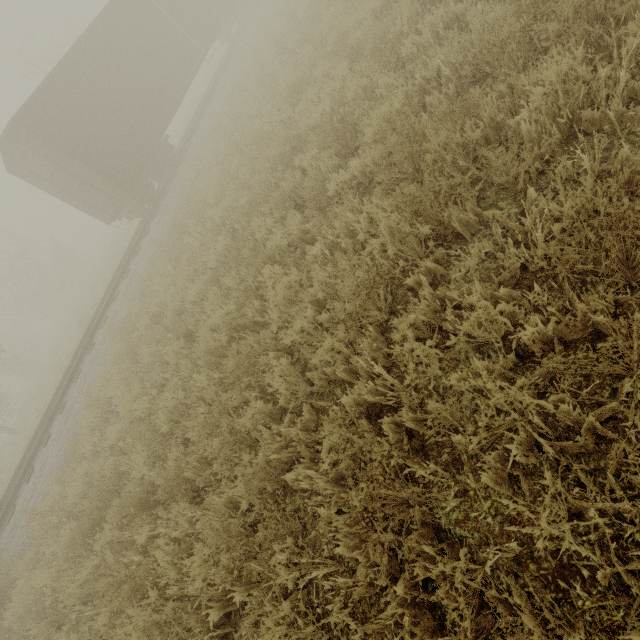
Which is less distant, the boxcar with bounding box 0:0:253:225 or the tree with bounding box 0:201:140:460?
the boxcar with bounding box 0:0:253:225

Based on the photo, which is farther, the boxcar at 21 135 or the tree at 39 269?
the tree at 39 269

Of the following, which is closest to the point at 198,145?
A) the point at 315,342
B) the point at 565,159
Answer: the point at 315,342
